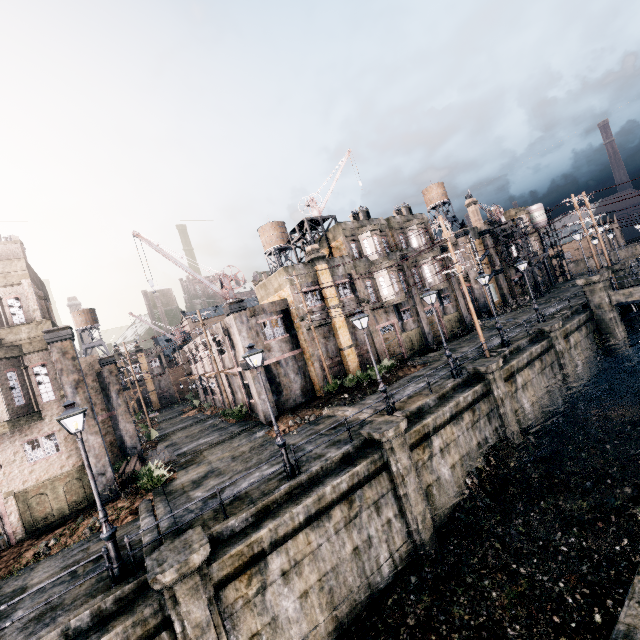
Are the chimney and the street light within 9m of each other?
no

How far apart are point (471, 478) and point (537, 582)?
5.4 meters

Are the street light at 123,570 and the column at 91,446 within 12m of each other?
yes

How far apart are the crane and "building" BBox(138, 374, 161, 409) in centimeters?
4376cm

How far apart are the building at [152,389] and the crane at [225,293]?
43.8 meters

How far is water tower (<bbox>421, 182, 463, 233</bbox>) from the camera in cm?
4878

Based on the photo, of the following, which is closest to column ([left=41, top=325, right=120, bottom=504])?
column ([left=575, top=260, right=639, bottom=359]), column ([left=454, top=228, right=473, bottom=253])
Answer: column ([left=575, top=260, right=639, bottom=359])

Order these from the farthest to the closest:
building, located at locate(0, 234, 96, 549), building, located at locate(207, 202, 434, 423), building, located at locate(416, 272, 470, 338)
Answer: building, located at locate(416, 272, 470, 338) → building, located at locate(207, 202, 434, 423) → building, located at locate(0, 234, 96, 549)
